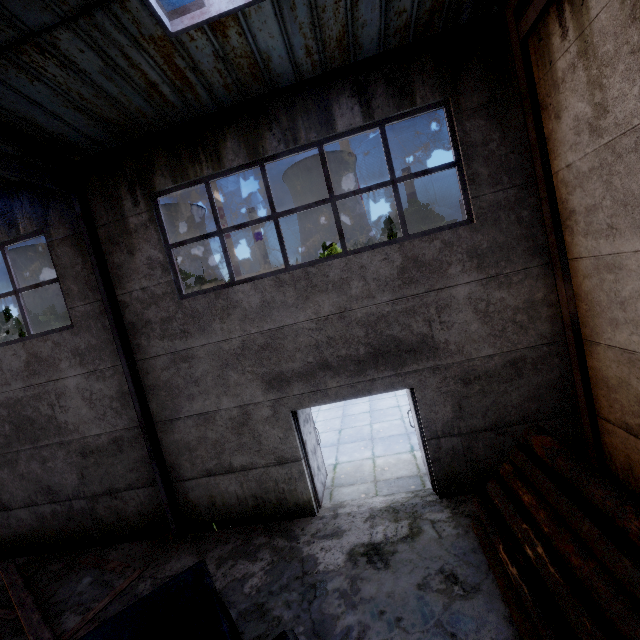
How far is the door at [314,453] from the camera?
6.5 meters

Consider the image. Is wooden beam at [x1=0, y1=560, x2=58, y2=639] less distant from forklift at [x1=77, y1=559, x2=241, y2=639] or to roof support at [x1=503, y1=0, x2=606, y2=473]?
forklift at [x1=77, y1=559, x2=241, y2=639]

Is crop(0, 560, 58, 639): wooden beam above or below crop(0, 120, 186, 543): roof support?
below

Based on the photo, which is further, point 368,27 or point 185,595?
point 368,27

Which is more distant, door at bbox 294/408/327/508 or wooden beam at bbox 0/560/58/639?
door at bbox 294/408/327/508

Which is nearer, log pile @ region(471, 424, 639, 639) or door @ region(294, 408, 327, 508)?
log pile @ region(471, 424, 639, 639)

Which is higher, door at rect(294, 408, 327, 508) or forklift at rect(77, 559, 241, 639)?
forklift at rect(77, 559, 241, 639)

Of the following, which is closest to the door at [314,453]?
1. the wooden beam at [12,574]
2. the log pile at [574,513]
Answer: the log pile at [574,513]
